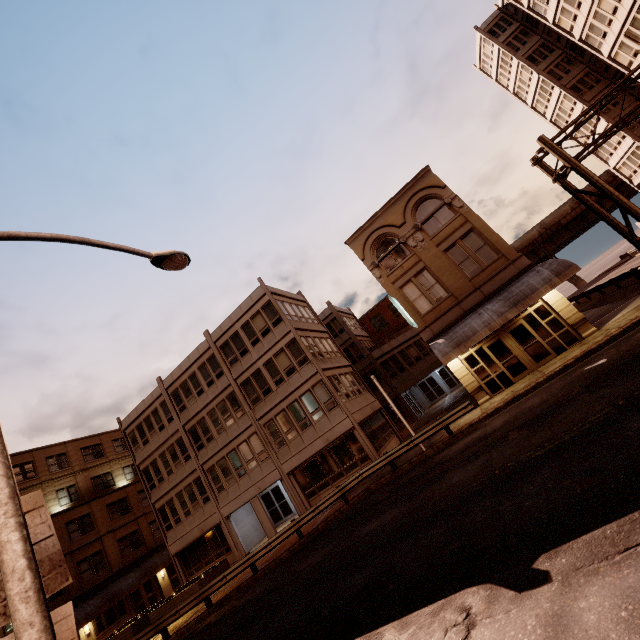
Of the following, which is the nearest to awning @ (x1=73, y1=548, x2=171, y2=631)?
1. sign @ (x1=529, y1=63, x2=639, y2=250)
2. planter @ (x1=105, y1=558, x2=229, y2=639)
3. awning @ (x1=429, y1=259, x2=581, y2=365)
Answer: planter @ (x1=105, y1=558, x2=229, y2=639)

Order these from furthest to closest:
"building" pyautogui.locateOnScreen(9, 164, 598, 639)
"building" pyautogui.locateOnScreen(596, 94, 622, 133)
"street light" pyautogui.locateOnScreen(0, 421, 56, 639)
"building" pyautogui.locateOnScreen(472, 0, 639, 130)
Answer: "building" pyautogui.locateOnScreen(596, 94, 622, 133)
"building" pyautogui.locateOnScreen(472, 0, 639, 130)
"building" pyautogui.locateOnScreen(9, 164, 598, 639)
"street light" pyautogui.locateOnScreen(0, 421, 56, 639)

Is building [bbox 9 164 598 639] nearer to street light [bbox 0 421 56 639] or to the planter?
the planter

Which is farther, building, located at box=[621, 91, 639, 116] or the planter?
building, located at box=[621, 91, 639, 116]

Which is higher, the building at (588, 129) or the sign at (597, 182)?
the building at (588, 129)

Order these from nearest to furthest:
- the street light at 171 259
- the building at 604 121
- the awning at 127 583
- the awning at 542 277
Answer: the street light at 171 259, the awning at 542 277, the awning at 127 583, the building at 604 121

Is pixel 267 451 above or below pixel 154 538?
below

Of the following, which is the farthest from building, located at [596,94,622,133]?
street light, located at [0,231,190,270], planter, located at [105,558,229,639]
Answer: planter, located at [105,558,229,639]
